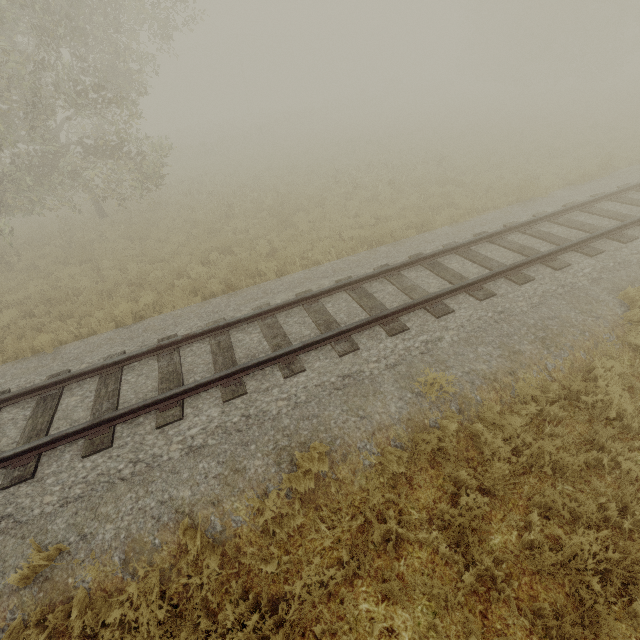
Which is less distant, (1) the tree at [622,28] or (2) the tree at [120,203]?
(2) the tree at [120,203]

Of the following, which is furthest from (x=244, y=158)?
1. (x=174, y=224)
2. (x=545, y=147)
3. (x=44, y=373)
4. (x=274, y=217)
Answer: (x=44, y=373)

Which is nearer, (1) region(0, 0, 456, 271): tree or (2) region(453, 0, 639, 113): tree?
(1) region(0, 0, 456, 271): tree
